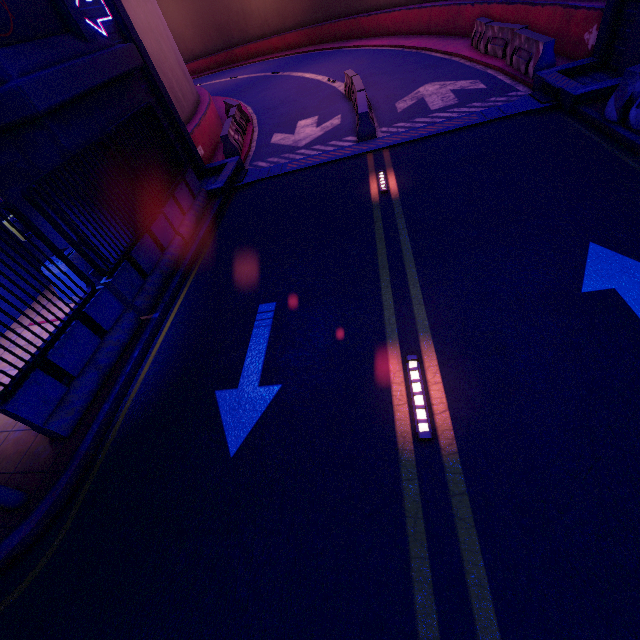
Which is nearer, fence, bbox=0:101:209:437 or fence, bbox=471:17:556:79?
fence, bbox=0:101:209:437

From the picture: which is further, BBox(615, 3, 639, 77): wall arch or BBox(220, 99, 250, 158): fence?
BBox(220, 99, 250, 158): fence

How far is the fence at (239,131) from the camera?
12.3 meters

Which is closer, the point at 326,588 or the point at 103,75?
the point at 326,588

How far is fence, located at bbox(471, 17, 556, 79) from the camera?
9.6 meters

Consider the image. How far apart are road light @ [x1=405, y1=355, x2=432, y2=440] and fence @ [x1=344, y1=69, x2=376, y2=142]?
8.8 meters

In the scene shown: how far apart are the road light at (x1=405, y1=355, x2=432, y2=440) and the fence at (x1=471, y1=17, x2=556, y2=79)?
11.0 meters

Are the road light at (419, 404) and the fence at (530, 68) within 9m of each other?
no
